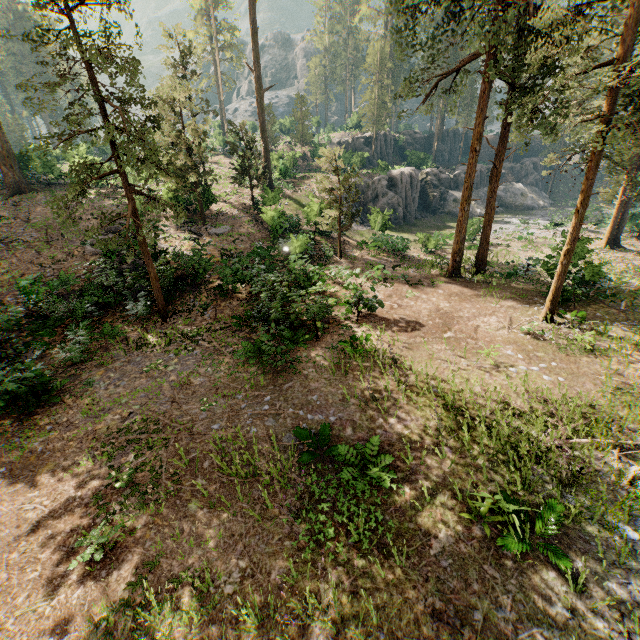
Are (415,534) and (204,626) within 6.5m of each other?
yes

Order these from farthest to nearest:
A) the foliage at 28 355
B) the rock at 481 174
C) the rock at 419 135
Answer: the rock at 481 174
the rock at 419 135
the foliage at 28 355

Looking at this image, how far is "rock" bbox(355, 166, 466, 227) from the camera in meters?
38.1 m

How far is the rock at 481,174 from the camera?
47.2m

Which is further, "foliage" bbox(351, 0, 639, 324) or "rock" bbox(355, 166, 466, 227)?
"rock" bbox(355, 166, 466, 227)

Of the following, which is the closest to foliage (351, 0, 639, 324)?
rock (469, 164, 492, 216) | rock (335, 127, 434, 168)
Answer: rock (335, 127, 434, 168)

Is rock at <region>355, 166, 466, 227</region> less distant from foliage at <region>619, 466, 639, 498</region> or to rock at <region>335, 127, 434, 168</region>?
rock at <region>335, 127, 434, 168</region>
